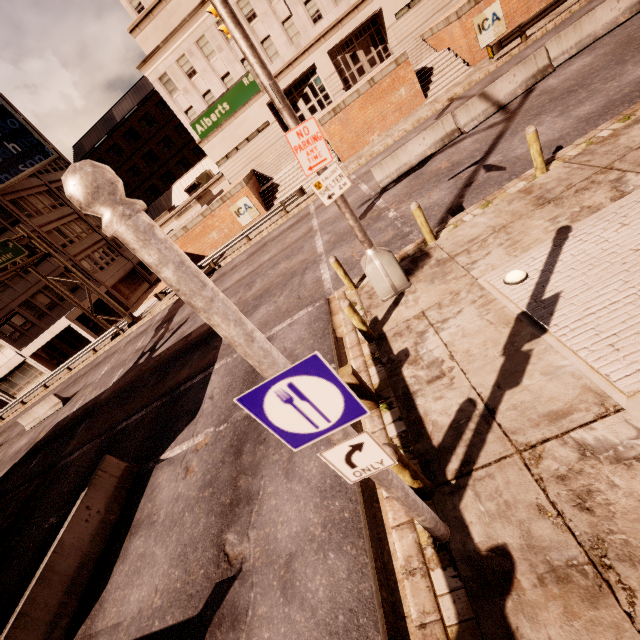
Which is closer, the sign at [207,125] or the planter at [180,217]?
the sign at [207,125]

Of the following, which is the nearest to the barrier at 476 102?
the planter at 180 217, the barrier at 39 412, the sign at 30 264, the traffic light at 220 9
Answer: the traffic light at 220 9

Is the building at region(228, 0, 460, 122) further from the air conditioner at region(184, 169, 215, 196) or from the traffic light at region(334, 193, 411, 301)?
the traffic light at region(334, 193, 411, 301)

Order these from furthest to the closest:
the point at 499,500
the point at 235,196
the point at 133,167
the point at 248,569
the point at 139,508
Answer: the point at 133,167, the point at 235,196, the point at 139,508, the point at 248,569, the point at 499,500

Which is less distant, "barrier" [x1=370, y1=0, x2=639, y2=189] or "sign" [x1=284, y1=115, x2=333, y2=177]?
"sign" [x1=284, y1=115, x2=333, y2=177]

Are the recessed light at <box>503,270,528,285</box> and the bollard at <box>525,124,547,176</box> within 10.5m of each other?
yes

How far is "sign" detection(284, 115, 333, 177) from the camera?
6.2m

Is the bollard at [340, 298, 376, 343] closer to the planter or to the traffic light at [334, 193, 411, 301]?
the traffic light at [334, 193, 411, 301]
